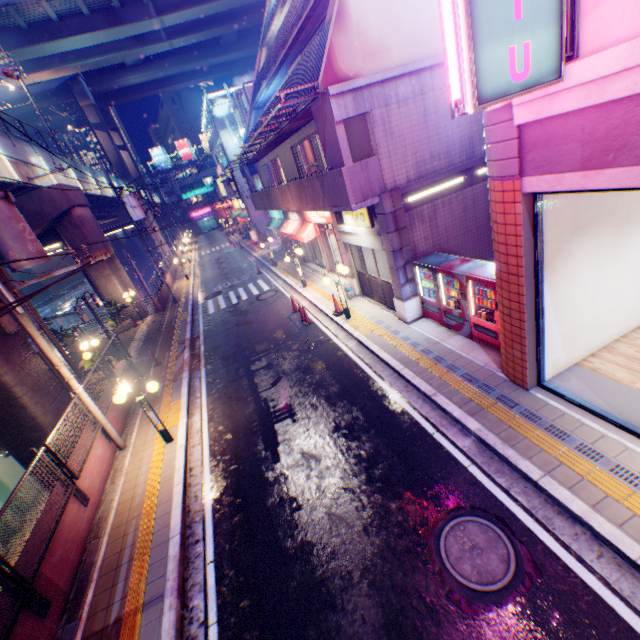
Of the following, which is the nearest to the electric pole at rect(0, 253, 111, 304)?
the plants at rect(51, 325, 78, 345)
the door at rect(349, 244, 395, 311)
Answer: the door at rect(349, 244, 395, 311)

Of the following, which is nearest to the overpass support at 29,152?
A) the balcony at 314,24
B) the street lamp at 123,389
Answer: the street lamp at 123,389

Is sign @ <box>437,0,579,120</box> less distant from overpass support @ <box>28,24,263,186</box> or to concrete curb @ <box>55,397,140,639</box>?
concrete curb @ <box>55,397,140,639</box>

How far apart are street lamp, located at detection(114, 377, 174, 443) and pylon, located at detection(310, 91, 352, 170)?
7.86m

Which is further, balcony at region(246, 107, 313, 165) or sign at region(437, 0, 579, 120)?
balcony at region(246, 107, 313, 165)

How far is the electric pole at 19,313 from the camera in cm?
782

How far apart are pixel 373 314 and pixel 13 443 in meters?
12.3 m

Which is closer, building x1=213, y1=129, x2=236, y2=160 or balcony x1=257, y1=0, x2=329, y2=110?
balcony x1=257, y1=0, x2=329, y2=110
